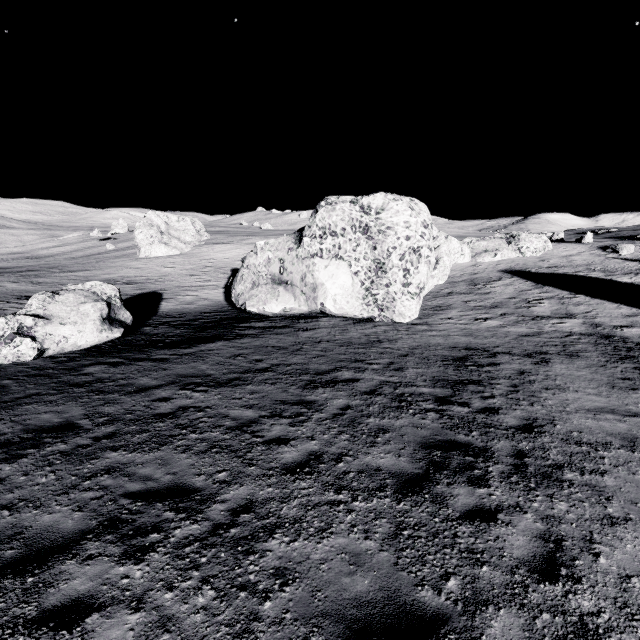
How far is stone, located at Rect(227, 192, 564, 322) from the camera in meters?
17.2 m

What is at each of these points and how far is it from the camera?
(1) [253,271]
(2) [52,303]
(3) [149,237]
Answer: (1) stone, 22.3m
(2) stone, 14.3m
(3) stone, 55.0m

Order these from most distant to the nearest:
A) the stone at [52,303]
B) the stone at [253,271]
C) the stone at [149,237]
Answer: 1. the stone at [149,237]
2. the stone at [253,271]
3. the stone at [52,303]

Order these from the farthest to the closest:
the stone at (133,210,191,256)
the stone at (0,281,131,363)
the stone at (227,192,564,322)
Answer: the stone at (133,210,191,256), the stone at (227,192,564,322), the stone at (0,281,131,363)

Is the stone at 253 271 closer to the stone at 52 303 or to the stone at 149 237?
the stone at 52 303

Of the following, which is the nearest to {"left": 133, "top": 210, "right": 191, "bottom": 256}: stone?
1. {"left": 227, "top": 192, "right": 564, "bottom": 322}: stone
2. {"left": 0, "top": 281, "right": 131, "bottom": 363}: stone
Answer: {"left": 227, "top": 192, "right": 564, "bottom": 322}: stone

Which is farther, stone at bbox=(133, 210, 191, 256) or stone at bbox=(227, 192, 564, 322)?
stone at bbox=(133, 210, 191, 256)

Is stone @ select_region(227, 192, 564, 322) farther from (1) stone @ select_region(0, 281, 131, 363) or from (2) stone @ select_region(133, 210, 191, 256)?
(2) stone @ select_region(133, 210, 191, 256)
